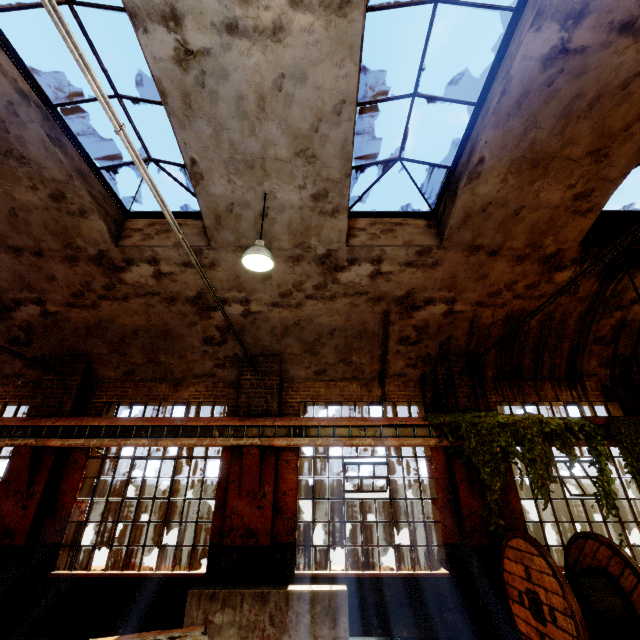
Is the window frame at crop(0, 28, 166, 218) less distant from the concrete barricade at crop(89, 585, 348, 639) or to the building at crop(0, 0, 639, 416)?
the building at crop(0, 0, 639, 416)

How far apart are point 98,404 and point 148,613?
4.7 meters

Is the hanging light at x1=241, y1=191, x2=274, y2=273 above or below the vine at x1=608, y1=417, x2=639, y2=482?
above

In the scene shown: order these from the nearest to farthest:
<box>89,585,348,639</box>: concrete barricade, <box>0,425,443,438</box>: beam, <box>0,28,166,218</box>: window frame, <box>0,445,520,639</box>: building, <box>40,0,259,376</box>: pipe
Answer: <box>40,0,259,376</box>: pipe
<box>89,585,348,639</box>: concrete barricade
<box>0,28,166,218</box>: window frame
<box>0,445,520,639</box>: building
<box>0,425,443,438</box>: beam

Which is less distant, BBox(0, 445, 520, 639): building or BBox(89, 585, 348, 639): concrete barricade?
BBox(89, 585, 348, 639): concrete barricade

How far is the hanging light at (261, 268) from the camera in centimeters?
511cm

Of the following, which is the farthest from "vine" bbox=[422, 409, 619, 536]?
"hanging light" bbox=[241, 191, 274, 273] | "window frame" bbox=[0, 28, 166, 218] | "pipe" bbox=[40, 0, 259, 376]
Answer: "window frame" bbox=[0, 28, 166, 218]

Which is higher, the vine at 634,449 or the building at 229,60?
the building at 229,60
